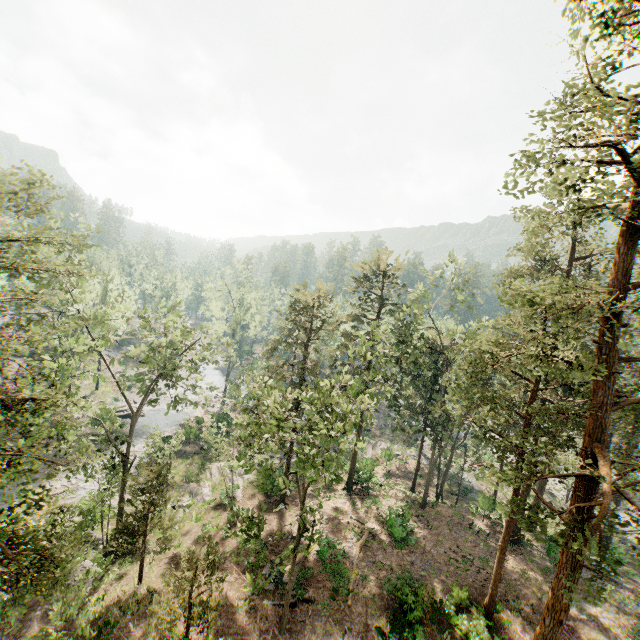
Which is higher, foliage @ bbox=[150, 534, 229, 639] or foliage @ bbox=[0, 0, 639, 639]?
foliage @ bbox=[0, 0, 639, 639]

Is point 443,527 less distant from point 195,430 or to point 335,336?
point 335,336

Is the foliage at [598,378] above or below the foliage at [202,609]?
above

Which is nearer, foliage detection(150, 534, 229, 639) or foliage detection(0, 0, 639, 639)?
foliage detection(0, 0, 639, 639)

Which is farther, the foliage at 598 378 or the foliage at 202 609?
the foliage at 202 609
